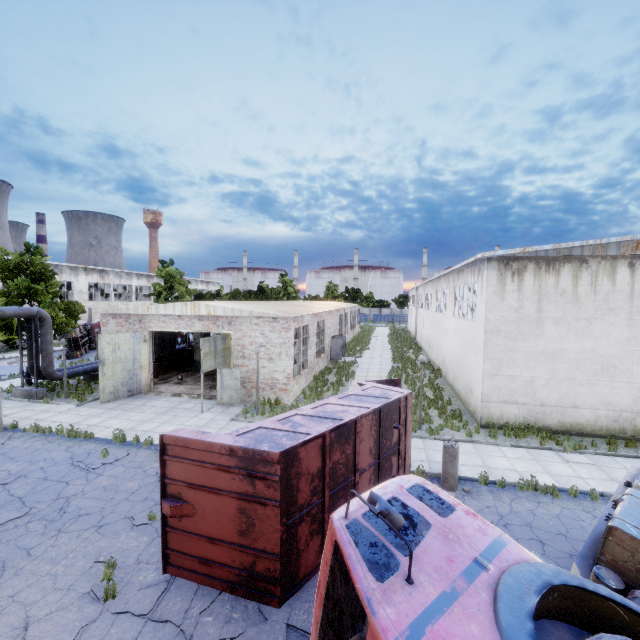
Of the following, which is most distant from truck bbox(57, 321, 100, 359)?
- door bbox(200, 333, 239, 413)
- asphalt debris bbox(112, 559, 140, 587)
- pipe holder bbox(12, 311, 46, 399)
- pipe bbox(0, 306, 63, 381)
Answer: asphalt debris bbox(112, 559, 140, 587)

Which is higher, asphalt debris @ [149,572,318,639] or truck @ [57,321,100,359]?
truck @ [57,321,100,359]

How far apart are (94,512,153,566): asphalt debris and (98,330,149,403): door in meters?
11.2

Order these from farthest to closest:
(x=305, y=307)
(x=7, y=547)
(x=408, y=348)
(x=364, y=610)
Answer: (x=408, y=348)
(x=305, y=307)
(x=7, y=547)
(x=364, y=610)

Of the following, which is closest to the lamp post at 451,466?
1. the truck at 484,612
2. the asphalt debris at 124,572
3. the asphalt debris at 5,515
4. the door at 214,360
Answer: the truck at 484,612

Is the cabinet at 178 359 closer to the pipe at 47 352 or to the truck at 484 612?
the pipe at 47 352

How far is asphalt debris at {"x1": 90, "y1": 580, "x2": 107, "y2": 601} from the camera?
6.3m

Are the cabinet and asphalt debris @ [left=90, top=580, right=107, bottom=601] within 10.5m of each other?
no
